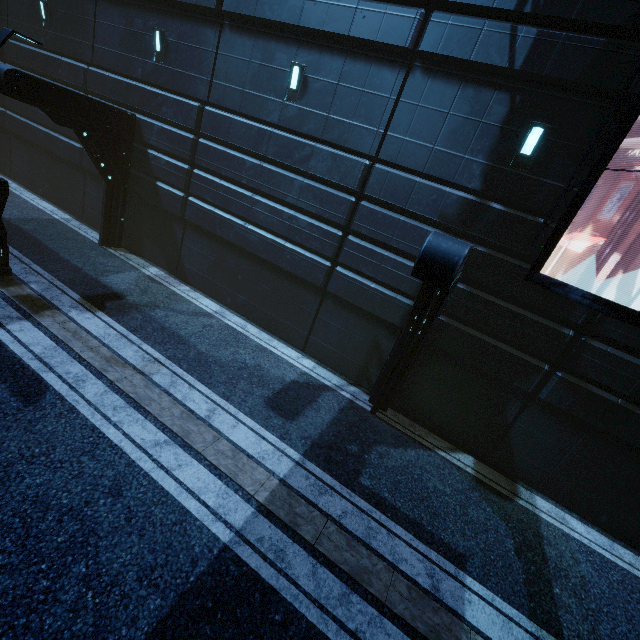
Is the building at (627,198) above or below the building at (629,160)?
below

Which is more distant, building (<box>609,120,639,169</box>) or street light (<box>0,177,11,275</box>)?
street light (<box>0,177,11,275</box>)

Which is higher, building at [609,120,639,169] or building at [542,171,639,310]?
building at [609,120,639,169]

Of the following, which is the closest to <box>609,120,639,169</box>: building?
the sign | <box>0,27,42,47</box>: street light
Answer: A: the sign

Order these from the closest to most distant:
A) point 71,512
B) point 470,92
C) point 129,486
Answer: point 71,512 → point 129,486 → point 470,92

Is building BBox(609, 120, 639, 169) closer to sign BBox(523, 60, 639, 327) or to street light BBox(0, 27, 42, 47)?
sign BBox(523, 60, 639, 327)

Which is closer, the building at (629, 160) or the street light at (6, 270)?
the building at (629, 160)
